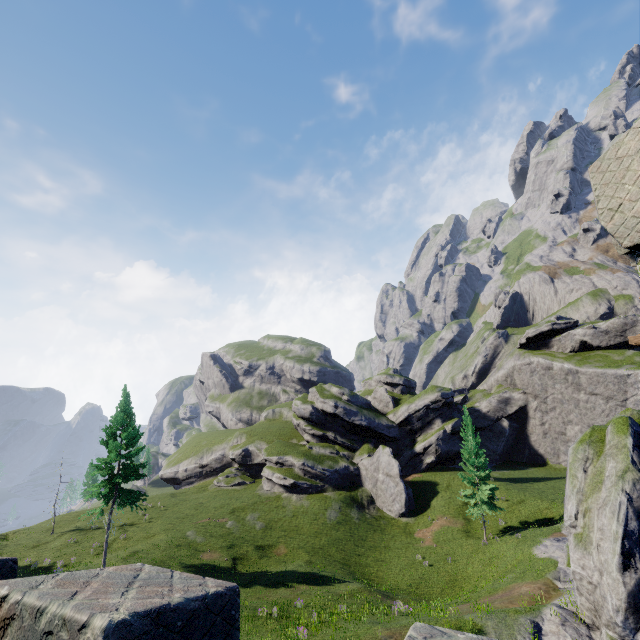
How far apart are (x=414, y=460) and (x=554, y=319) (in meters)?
36.38

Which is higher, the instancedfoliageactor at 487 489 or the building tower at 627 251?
the building tower at 627 251

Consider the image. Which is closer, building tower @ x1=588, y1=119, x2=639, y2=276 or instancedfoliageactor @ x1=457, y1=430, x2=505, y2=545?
building tower @ x1=588, y1=119, x2=639, y2=276

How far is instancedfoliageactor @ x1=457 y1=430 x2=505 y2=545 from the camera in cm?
3341

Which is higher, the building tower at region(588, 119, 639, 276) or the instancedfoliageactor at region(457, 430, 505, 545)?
the building tower at region(588, 119, 639, 276)

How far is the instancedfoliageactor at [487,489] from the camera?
33.4 meters
